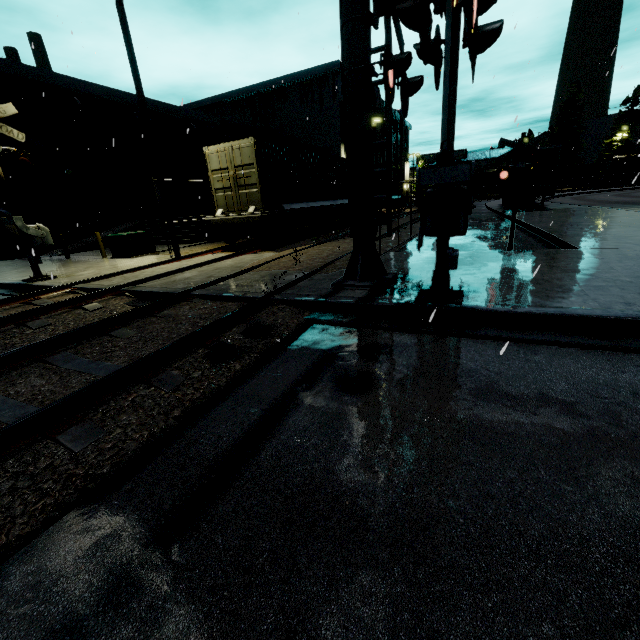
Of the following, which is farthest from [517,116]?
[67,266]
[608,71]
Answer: [67,266]

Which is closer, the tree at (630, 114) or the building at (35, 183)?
the building at (35, 183)

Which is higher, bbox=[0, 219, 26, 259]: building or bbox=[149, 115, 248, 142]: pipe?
bbox=[149, 115, 248, 142]: pipe

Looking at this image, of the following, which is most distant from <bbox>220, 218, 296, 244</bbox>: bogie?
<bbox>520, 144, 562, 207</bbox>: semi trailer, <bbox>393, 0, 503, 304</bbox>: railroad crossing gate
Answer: <bbox>520, 144, 562, 207</bbox>: semi trailer

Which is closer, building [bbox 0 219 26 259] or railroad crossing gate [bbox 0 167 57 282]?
railroad crossing gate [bbox 0 167 57 282]

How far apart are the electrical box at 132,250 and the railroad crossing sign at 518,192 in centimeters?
1396cm

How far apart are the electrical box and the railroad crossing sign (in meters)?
13.96

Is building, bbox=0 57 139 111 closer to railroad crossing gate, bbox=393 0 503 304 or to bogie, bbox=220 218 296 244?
railroad crossing gate, bbox=393 0 503 304
